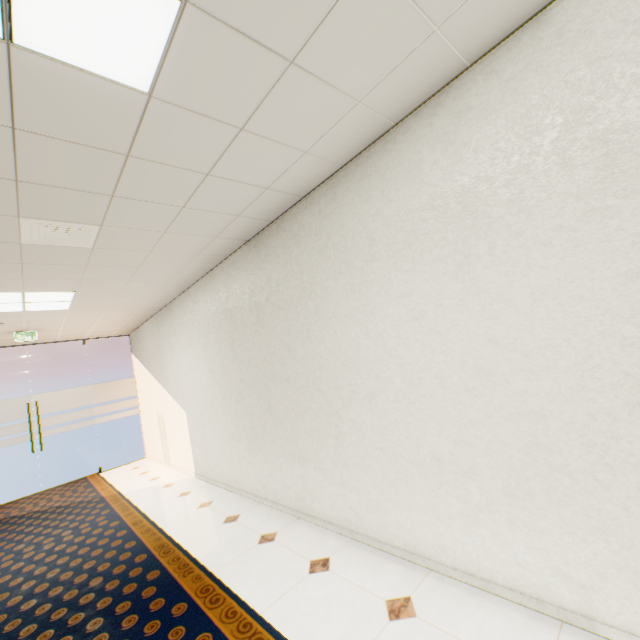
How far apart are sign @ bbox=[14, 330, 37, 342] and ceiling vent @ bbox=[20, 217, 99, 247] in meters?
4.0 m

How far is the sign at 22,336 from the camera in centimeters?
548cm

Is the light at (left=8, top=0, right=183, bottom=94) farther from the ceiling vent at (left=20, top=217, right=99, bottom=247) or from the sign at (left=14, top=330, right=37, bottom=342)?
the sign at (left=14, top=330, right=37, bottom=342)

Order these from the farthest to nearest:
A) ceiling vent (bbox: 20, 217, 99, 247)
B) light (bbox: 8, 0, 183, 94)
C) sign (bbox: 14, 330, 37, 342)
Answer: sign (bbox: 14, 330, 37, 342) < ceiling vent (bbox: 20, 217, 99, 247) < light (bbox: 8, 0, 183, 94)

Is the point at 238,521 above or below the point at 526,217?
below

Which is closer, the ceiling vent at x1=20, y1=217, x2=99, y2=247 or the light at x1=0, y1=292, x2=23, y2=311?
the ceiling vent at x1=20, y1=217, x2=99, y2=247

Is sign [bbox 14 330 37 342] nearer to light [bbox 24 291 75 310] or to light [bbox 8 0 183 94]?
light [bbox 24 291 75 310]

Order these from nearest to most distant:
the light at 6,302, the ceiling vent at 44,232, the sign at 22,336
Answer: the ceiling vent at 44,232, the light at 6,302, the sign at 22,336
